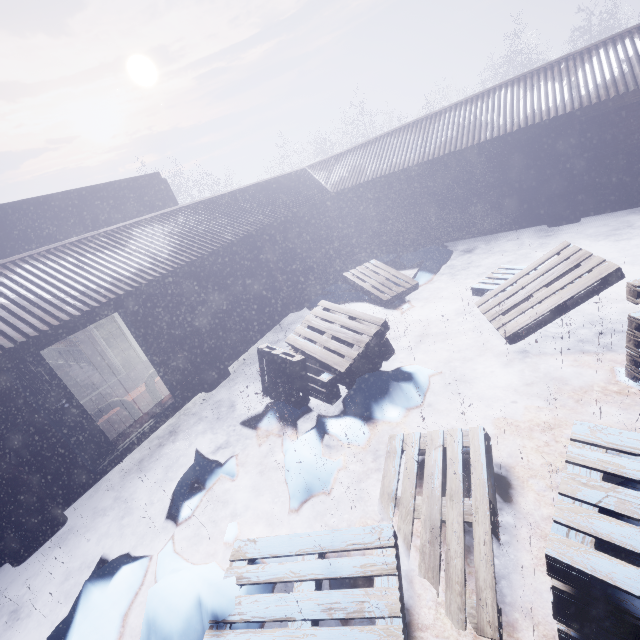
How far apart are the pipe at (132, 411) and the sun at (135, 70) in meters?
68.3 m

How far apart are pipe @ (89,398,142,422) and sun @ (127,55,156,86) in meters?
68.3

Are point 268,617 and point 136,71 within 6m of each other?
no

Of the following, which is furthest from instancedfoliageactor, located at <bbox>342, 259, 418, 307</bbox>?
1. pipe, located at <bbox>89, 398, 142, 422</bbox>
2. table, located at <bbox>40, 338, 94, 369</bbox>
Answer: table, located at <bbox>40, 338, 94, 369</bbox>

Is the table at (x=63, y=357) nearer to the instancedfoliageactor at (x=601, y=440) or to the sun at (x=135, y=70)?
the instancedfoliageactor at (x=601, y=440)

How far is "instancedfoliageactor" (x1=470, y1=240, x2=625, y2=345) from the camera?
4.02m

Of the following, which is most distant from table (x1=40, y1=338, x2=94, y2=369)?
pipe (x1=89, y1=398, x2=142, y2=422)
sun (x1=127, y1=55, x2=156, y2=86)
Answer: sun (x1=127, y1=55, x2=156, y2=86)
